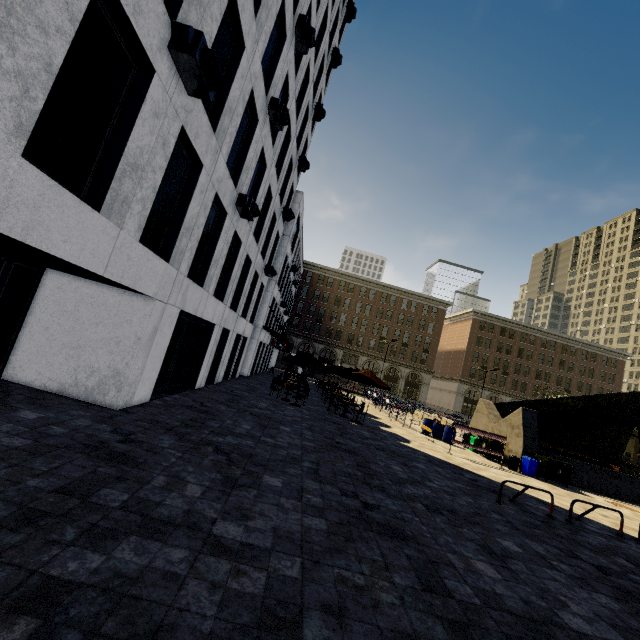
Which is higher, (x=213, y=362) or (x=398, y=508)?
(x=213, y=362)

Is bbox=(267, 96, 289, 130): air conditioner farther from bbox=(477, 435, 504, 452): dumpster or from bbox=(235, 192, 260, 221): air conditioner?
bbox=(477, 435, 504, 452): dumpster

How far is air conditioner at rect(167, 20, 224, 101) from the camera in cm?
553

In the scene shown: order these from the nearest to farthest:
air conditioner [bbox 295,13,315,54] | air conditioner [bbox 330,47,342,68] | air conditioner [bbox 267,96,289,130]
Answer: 1. air conditioner [bbox 267,96,289,130]
2. air conditioner [bbox 295,13,315,54]
3. air conditioner [bbox 330,47,342,68]

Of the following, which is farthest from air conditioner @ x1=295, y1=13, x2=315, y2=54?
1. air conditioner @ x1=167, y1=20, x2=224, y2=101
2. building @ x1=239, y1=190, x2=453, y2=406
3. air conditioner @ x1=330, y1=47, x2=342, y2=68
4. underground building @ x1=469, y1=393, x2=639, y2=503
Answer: building @ x1=239, y1=190, x2=453, y2=406

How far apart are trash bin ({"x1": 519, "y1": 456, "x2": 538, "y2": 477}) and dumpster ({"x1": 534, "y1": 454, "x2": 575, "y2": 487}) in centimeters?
9cm

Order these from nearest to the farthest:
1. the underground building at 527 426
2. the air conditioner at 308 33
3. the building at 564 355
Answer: the air conditioner at 308 33 → the underground building at 527 426 → the building at 564 355

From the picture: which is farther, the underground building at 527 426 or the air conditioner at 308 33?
the underground building at 527 426
